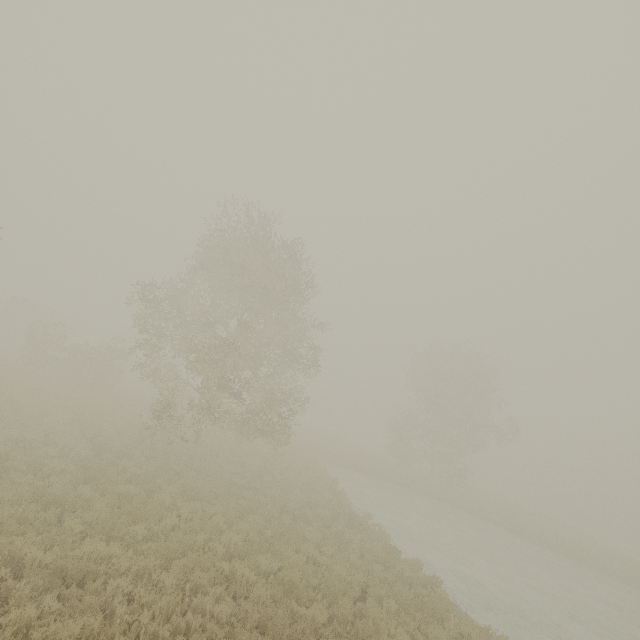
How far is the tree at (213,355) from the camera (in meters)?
16.41

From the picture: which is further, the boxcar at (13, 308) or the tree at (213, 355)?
the boxcar at (13, 308)

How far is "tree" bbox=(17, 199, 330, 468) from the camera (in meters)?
16.41

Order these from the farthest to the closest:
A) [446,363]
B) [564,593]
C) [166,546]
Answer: [446,363] → [564,593] → [166,546]

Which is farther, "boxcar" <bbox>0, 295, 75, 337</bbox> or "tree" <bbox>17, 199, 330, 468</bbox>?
"boxcar" <bbox>0, 295, 75, 337</bbox>
